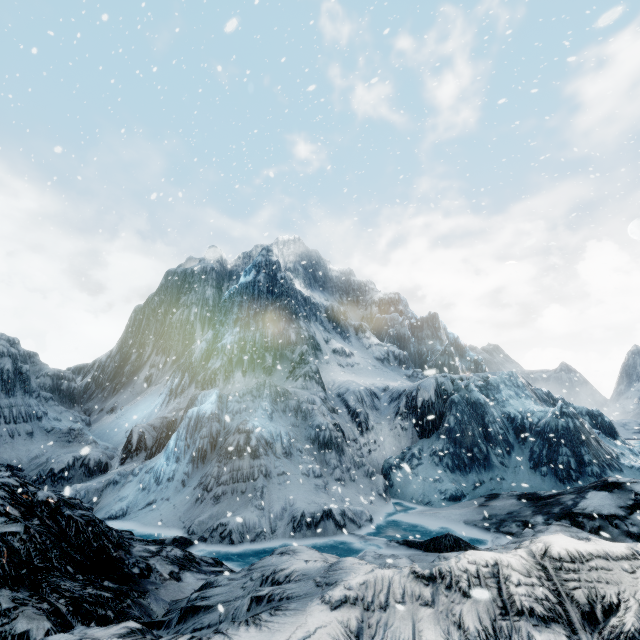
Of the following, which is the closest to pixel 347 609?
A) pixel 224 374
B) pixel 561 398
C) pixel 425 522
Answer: pixel 425 522
